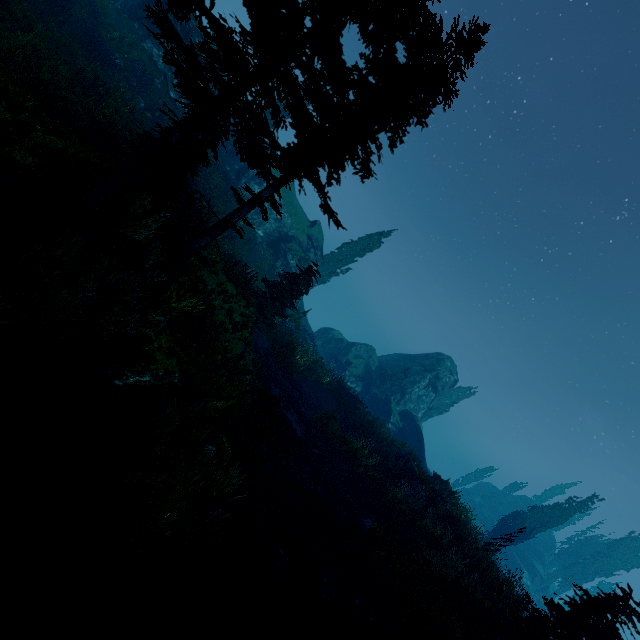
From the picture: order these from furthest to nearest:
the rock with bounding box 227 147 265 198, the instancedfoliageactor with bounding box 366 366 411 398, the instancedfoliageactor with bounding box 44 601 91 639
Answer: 1. the instancedfoliageactor with bounding box 366 366 411 398
2. the rock with bounding box 227 147 265 198
3. the instancedfoliageactor with bounding box 44 601 91 639

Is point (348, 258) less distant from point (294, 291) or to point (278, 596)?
point (294, 291)

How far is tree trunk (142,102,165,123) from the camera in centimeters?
2073cm

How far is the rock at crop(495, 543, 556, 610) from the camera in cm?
4994

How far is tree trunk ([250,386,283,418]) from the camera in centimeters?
1305cm

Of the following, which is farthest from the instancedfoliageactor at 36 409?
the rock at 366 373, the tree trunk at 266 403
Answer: the tree trunk at 266 403

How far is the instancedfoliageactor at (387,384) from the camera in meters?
39.9

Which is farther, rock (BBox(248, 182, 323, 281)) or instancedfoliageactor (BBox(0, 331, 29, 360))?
rock (BBox(248, 182, 323, 281))
